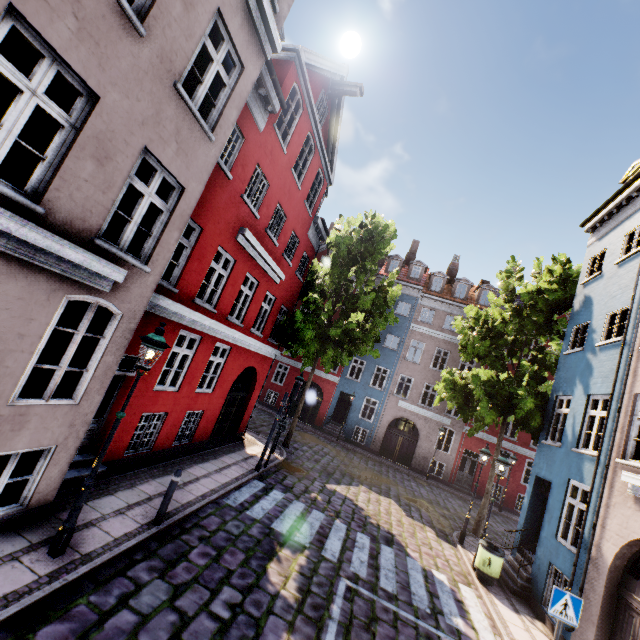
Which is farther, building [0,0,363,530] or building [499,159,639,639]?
building [499,159,639,639]

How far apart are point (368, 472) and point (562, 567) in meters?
10.6

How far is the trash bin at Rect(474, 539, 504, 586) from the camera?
9.6m

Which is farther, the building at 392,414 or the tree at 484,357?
the building at 392,414

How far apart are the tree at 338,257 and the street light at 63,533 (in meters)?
10.47

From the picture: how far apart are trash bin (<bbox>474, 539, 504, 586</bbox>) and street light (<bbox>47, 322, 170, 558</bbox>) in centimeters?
1082cm

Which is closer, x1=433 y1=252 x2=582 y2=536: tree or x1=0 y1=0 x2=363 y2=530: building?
x1=0 y1=0 x2=363 y2=530: building

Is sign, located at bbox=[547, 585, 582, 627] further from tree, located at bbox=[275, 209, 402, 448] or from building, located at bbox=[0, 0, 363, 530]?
tree, located at bbox=[275, 209, 402, 448]
